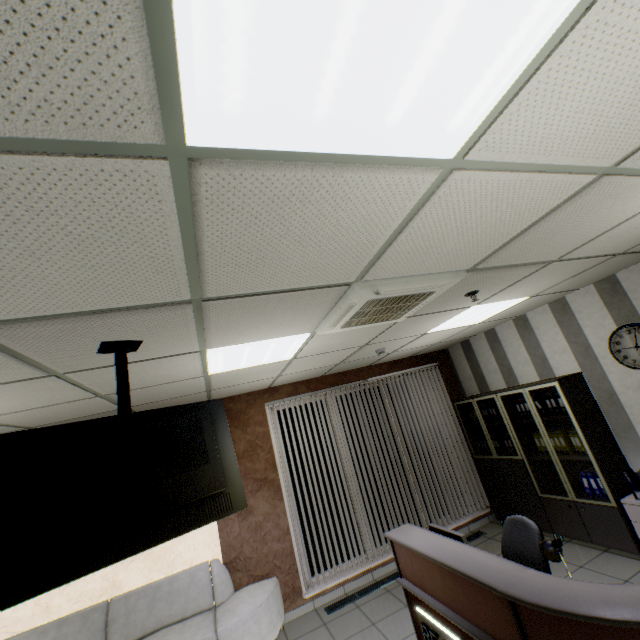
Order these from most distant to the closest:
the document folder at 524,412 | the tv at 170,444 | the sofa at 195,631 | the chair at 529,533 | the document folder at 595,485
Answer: the document folder at 524,412 → the document folder at 595,485 → the sofa at 195,631 → the chair at 529,533 → the tv at 170,444

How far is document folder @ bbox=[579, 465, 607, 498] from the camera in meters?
4.3 m

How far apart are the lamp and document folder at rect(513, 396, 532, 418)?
2.8m

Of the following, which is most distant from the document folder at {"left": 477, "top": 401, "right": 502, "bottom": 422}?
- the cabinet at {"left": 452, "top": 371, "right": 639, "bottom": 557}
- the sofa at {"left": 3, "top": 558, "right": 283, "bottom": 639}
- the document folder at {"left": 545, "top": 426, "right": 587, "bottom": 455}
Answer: the sofa at {"left": 3, "top": 558, "right": 283, "bottom": 639}

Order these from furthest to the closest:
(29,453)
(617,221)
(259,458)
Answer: (259,458) → (617,221) → (29,453)

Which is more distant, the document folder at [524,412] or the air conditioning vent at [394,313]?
the document folder at [524,412]

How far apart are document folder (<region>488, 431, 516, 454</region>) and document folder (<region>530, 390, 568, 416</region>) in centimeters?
78cm

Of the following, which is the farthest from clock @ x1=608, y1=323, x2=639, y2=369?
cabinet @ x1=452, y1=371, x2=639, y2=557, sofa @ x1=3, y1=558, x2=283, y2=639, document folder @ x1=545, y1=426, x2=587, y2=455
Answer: sofa @ x1=3, y1=558, x2=283, y2=639
